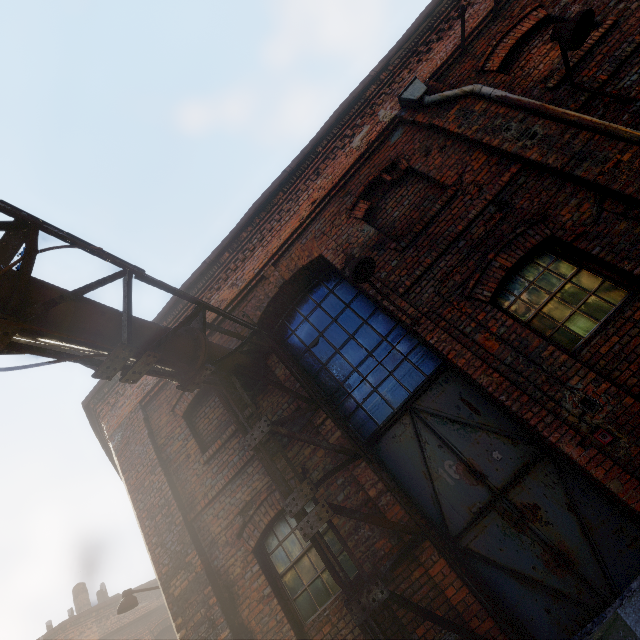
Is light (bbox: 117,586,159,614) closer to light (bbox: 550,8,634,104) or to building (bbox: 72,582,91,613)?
light (bbox: 550,8,634,104)

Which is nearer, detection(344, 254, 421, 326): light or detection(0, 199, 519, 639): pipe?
detection(0, 199, 519, 639): pipe

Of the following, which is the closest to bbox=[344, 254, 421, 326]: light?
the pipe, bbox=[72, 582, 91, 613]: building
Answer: the pipe

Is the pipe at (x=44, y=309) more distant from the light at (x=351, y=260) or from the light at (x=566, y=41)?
the light at (x=566, y=41)

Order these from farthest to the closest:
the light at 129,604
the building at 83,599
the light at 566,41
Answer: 1. the building at 83,599
2. the light at 129,604
3. the light at 566,41

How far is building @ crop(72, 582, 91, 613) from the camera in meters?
15.9 m

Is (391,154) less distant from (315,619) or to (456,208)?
(456,208)

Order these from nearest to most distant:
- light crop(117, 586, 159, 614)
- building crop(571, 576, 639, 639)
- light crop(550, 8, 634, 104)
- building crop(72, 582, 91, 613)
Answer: building crop(571, 576, 639, 639), light crop(550, 8, 634, 104), light crop(117, 586, 159, 614), building crop(72, 582, 91, 613)
